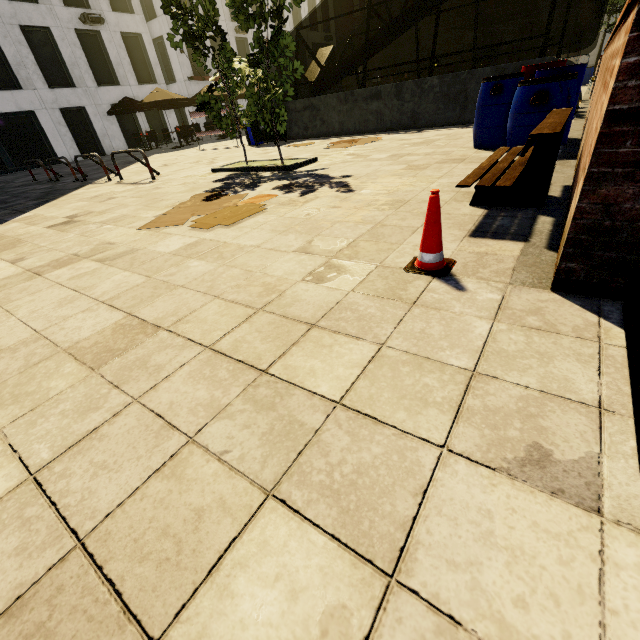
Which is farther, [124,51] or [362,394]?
[124,51]

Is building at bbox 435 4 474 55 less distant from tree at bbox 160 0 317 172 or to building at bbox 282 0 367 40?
tree at bbox 160 0 317 172

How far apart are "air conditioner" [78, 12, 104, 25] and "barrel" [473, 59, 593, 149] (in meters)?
27.41

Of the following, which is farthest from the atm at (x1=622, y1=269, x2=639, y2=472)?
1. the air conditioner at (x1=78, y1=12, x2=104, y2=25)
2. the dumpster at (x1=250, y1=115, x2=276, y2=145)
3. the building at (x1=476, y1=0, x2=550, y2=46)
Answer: the air conditioner at (x1=78, y1=12, x2=104, y2=25)

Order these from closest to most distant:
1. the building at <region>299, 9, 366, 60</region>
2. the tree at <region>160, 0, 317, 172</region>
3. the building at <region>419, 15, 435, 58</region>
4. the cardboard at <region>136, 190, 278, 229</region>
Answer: the cardboard at <region>136, 190, 278, 229</region>
the tree at <region>160, 0, 317, 172</region>
the building at <region>299, 9, 366, 60</region>
the building at <region>419, 15, 435, 58</region>

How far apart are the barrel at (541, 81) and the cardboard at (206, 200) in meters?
3.7 m

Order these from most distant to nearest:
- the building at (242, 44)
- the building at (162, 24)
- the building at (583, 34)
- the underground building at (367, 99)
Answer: the building at (583, 34) < the building at (242, 44) < the building at (162, 24) < the underground building at (367, 99)
